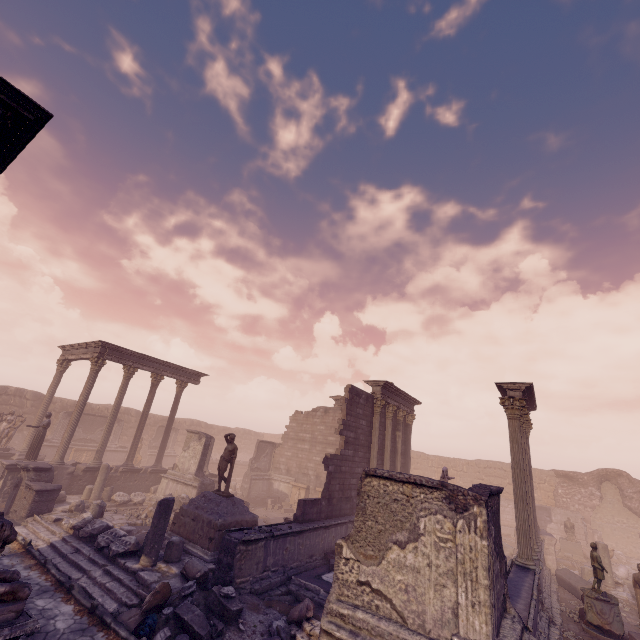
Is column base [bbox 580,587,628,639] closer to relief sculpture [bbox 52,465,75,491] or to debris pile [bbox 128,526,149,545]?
relief sculpture [bbox 52,465,75,491]

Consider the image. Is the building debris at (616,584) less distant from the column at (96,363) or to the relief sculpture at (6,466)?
the relief sculpture at (6,466)

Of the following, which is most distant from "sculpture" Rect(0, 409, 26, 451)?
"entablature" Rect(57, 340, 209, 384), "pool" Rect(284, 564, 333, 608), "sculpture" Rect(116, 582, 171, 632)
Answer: "pool" Rect(284, 564, 333, 608)

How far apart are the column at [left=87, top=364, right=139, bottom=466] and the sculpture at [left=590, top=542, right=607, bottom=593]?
22.0 meters

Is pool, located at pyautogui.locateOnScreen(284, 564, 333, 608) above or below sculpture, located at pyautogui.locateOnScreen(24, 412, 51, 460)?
below

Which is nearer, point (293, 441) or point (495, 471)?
point (293, 441)

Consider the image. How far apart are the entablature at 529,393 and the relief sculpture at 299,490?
13.97m

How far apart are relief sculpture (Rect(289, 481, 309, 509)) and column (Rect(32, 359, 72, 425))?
16.0m
